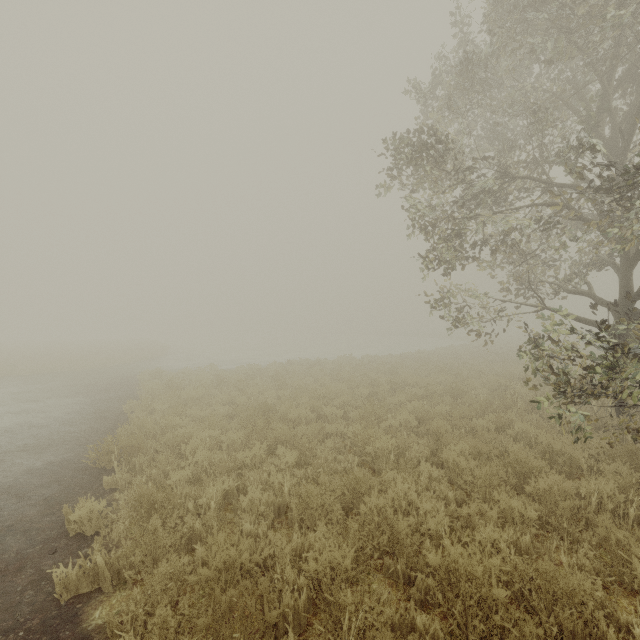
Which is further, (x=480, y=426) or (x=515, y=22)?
(x=480, y=426)
